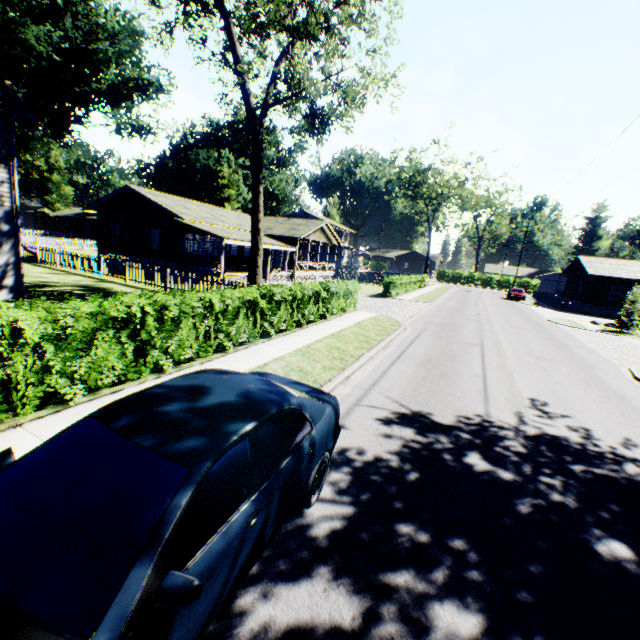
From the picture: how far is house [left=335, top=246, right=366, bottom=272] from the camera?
49.5m

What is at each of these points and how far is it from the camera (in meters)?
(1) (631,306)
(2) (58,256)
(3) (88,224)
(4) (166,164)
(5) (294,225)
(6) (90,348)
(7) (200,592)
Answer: (1) tree, 24.00
(2) fence, 22.75
(3) house, 55.81
(4) plant, 57.50
(5) flat, 34.59
(6) hedge, 5.94
(7) car, 1.92

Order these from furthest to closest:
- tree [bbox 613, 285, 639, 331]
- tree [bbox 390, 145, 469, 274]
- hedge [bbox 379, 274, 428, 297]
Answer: tree [bbox 390, 145, 469, 274] < hedge [bbox 379, 274, 428, 297] < tree [bbox 613, 285, 639, 331]

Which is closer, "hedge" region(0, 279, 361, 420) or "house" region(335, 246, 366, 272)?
"hedge" region(0, 279, 361, 420)

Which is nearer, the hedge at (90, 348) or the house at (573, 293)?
the hedge at (90, 348)

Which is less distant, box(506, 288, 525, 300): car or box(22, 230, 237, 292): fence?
box(22, 230, 237, 292): fence

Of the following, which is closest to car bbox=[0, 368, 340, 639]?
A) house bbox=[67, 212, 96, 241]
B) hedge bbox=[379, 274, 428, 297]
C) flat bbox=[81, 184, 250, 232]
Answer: flat bbox=[81, 184, 250, 232]

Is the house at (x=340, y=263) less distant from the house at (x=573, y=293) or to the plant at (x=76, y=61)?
the plant at (x=76, y=61)
